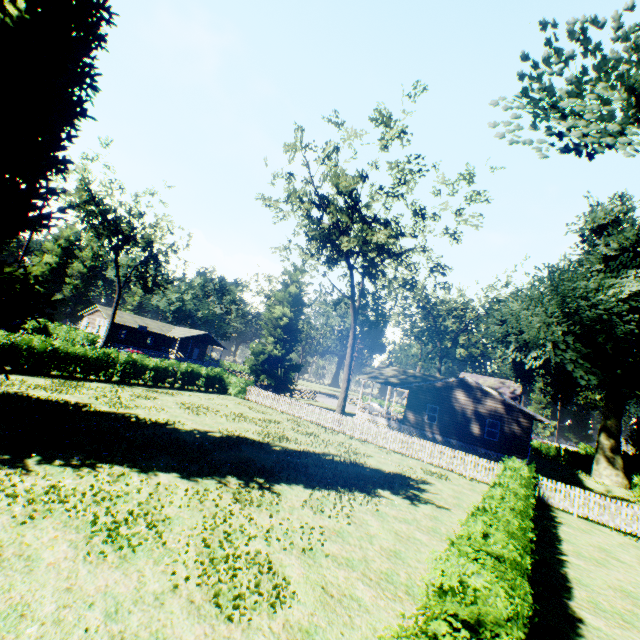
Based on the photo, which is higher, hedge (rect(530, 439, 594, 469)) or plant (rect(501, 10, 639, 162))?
plant (rect(501, 10, 639, 162))

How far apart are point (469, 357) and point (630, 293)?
31.77m

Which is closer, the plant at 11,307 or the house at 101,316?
the plant at 11,307

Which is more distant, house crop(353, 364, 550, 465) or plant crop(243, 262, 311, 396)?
plant crop(243, 262, 311, 396)

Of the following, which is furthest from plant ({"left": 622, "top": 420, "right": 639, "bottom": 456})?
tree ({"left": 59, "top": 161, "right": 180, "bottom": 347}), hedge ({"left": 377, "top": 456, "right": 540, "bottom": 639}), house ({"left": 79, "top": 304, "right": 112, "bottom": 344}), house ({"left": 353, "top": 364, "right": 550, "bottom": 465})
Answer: house ({"left": 79, "top": 304, "right": 112, "bottom": 344})

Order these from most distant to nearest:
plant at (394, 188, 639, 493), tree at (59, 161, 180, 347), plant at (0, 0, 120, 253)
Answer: tree at (59, 161, 180, 347) < plant at (394, 188, 639, 493) < plant at (0, 0, 120, 253)

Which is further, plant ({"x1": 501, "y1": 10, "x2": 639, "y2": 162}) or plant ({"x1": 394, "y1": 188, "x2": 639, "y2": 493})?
plant ({"x1": 394, "y1": 188, "x2": 639, "y2": 493})

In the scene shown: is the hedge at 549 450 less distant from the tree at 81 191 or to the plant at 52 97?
the plant at 52 97
